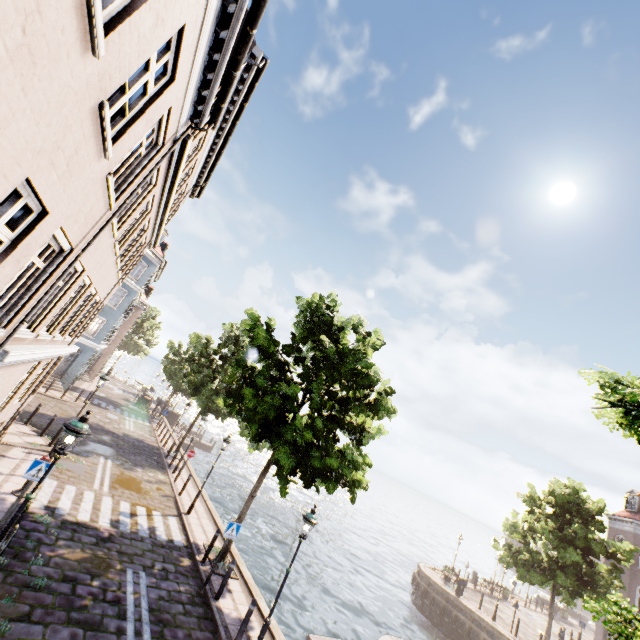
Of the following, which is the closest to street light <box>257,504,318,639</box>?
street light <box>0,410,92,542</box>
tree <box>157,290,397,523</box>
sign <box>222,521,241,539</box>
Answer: tree <box>157,290,397,523</box>

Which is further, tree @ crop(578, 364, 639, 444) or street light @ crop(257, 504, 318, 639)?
street light @ crop(257, 504, 318, 639)

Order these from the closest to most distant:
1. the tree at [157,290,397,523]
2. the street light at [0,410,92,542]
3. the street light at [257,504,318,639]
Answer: the street light at [0,410,92,542]
the street light at [257,504,318,639]
the tree at [157,290,397,523]

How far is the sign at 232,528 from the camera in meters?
10.6

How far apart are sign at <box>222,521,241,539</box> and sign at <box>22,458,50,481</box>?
5.4 meters

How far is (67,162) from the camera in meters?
4.0 m

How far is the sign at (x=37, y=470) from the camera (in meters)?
8.23

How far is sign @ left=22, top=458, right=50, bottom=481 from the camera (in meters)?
8.23
